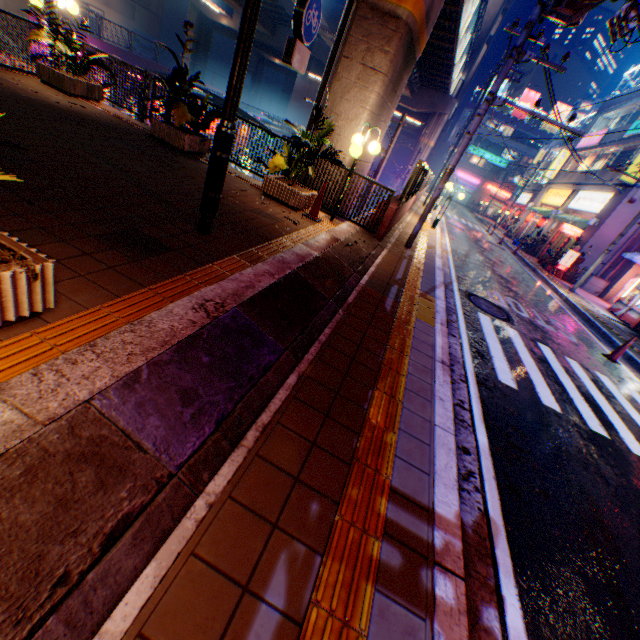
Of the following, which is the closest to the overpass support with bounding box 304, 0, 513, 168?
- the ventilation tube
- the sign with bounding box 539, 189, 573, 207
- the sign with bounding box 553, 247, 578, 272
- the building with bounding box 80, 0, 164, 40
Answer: the building with bounding box 80, 0, 164, 40

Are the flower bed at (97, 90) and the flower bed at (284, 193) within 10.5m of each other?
yes

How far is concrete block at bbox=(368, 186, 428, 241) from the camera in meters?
8.5 m

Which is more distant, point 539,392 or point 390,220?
point 390,220

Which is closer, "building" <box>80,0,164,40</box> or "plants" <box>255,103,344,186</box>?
"plants" <box>255,103,344,186</box>

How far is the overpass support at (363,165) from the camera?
9.0 meters

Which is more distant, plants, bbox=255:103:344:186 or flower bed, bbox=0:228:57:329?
plants, bbox=255:103:344:186

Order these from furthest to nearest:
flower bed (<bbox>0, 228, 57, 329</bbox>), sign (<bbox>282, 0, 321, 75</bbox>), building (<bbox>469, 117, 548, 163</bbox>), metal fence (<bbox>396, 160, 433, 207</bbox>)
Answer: building (<bbox>469, 117, 548, 163</bbox>) < metal fence (<bbox>396, 160, 433, 207</bbox>) < sign (<bbox>282, 0, 321, 75</bbox>) < flower bed (<bbox>0, 228, 57, 329</bbox>)
